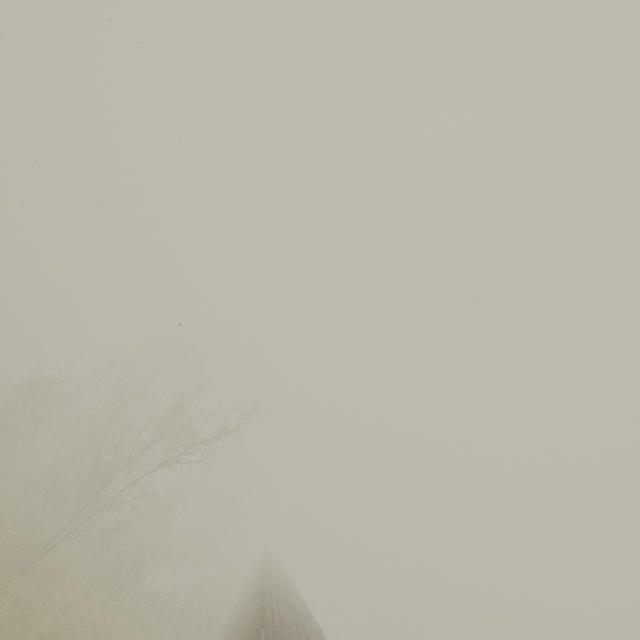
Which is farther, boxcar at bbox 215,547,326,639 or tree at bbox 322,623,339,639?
tree at bbox 322,623,339,639

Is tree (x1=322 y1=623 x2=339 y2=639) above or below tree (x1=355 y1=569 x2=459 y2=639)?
below

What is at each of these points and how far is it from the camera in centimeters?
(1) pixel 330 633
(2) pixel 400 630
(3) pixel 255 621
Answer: (1) tree, 5347cm
(2) tree, 5759cm
(3) boxcar, 971cm

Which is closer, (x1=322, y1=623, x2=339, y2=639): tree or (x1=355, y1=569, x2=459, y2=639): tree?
(x1=322, y1=623, x2=339, y2=639): tree

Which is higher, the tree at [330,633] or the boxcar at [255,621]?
the boxcar at [255,621]

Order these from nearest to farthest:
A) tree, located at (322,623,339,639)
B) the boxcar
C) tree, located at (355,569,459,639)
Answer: the boxcar
tree, located at (322,623,339,639)
tree, located at (355,569,459,639)

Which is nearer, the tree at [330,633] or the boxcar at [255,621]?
the boxcar at [255,621]
